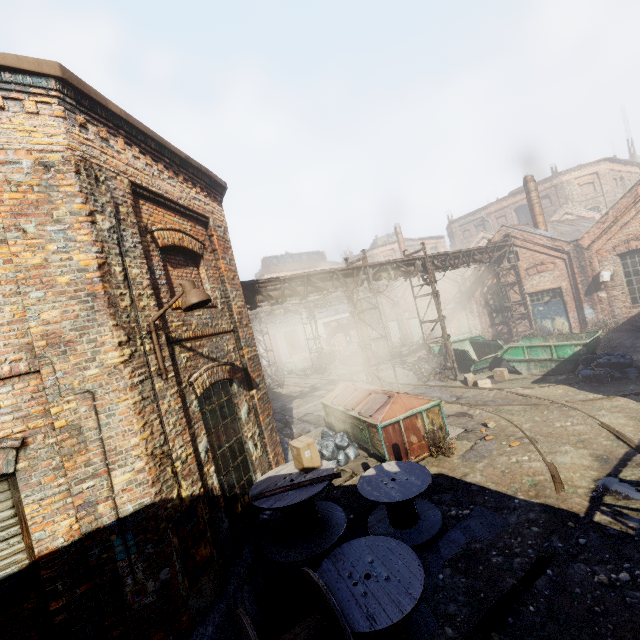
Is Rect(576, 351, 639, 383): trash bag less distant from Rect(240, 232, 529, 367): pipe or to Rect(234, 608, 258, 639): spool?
Rect(240, 232, 529, 367): pipe

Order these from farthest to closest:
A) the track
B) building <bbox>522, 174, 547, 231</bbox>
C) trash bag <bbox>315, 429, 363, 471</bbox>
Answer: building <bbox>522, 174, 547, 231</bbox> < trash bag <bbox>315, 429, 363, 471</bbox> < the track

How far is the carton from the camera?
5.85m

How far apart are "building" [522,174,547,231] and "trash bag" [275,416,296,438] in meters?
19.7 m

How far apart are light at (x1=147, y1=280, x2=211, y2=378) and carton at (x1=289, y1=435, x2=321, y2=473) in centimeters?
264cm

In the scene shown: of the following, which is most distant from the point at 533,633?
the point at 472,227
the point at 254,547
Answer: the point at 472,227

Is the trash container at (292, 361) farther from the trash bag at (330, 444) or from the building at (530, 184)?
the building at (530, 184)

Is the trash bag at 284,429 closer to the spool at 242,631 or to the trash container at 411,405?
the trash container at 411,405
